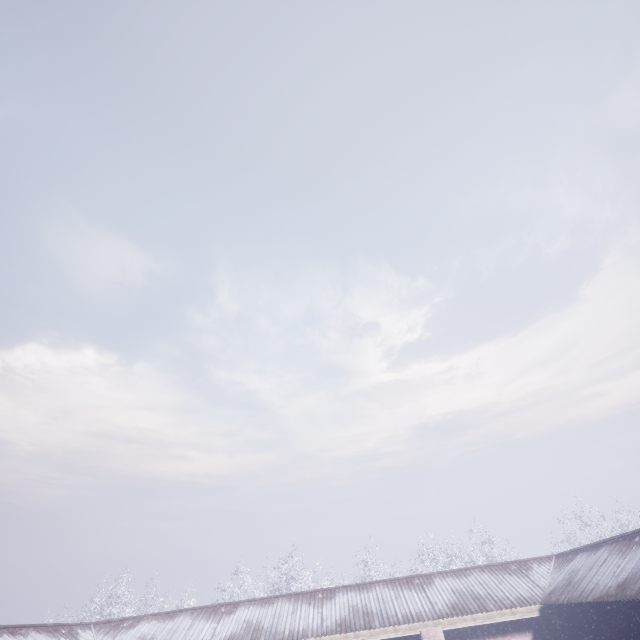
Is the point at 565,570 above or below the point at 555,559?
below
